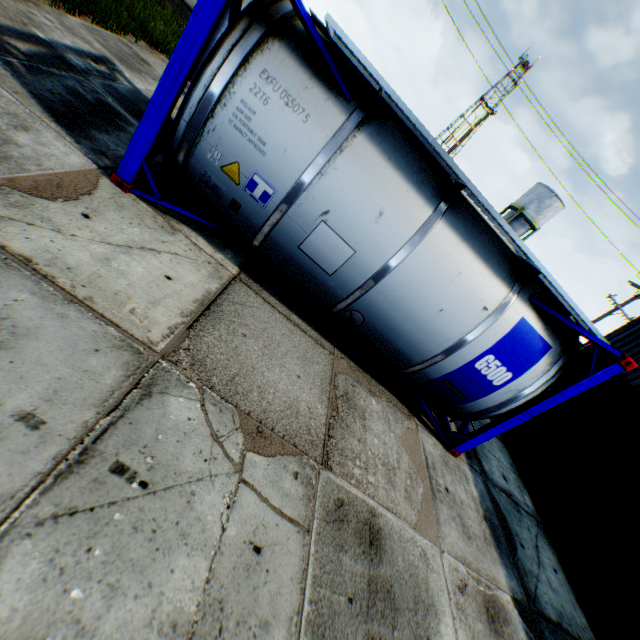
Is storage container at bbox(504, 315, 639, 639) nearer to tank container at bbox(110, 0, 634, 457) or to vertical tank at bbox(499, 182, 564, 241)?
tank container at bbox(110, 0, 634, 457)

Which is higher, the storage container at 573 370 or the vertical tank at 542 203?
the vertical tank at 542 203

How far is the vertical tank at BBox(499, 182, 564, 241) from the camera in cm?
3416

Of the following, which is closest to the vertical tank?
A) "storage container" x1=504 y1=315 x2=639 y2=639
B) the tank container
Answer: "storage container" x1=504 y1=315 x2=639 y2=639

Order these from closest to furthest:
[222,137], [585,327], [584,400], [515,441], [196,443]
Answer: [196,443], [222,137], [585,327], [584,400], [515,441]

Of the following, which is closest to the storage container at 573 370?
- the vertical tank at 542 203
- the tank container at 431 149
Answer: the tank container at 431 149

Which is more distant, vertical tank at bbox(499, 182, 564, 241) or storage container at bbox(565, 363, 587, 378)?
vertical tank at bbox(499, 182, 564, 241)
